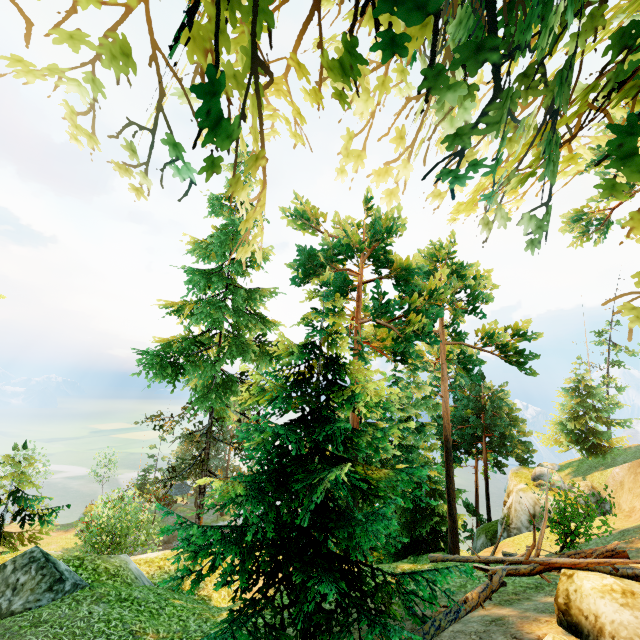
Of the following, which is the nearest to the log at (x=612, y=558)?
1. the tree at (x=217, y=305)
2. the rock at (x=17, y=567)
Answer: the tree at (x=217, y=305)

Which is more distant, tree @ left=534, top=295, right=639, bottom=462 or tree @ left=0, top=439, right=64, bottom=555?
tree @ left=534, top=295, right=639, bottom=462

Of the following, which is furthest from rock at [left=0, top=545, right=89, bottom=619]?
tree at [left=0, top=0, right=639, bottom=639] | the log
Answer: the log

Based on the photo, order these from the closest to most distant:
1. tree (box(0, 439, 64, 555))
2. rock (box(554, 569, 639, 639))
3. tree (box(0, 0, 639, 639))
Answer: tree (box(0, 0, 639, 639)) → rock (box(554, 569, 639, 639)) → tree (box(0, 439, 64, 555))

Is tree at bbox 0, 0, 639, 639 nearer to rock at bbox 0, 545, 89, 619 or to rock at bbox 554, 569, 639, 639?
rock at bbox 554, 569, 639, 639

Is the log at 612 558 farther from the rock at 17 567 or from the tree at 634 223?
the rock at 17 567

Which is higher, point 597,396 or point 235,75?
point 235,75

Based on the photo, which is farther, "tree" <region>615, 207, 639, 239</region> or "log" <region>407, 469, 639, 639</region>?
"log" <region>407, 469, 639, 639</region>
